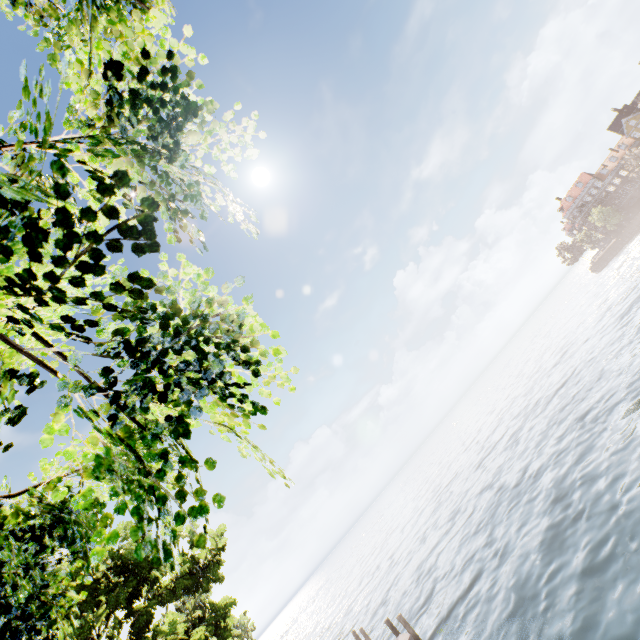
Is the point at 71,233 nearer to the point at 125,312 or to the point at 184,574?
the point at 125,312
